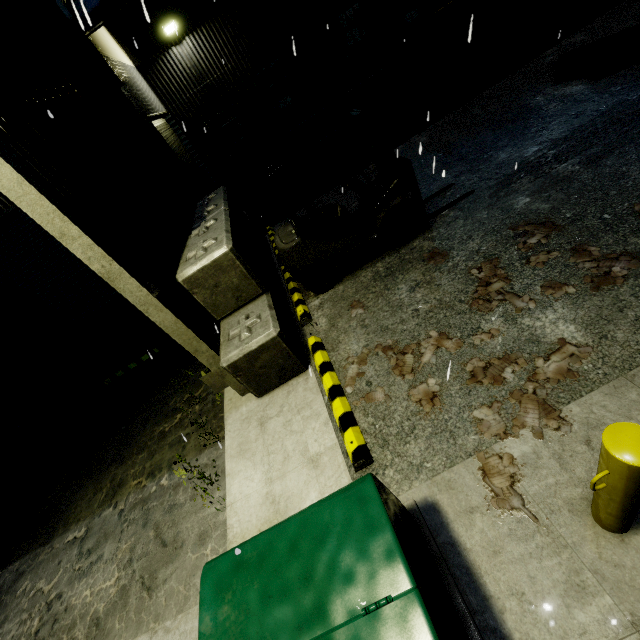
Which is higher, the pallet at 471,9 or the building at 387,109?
the pallet at 471,9

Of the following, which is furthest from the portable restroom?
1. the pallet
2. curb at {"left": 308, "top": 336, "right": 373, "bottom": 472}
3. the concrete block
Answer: curb at {"left": 308, "top": 336, "right": 373, "bottom": 472}

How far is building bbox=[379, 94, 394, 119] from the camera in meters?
11.5

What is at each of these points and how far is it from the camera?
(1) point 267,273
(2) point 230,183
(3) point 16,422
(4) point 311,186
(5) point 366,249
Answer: (1) concrete block, 6.14m
(2) building, 14.34m
(3) semi trailer, 9.55m
(4) building, 9.49m
(5) forklift, 5.70m

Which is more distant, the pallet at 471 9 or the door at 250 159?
the door at 250 159

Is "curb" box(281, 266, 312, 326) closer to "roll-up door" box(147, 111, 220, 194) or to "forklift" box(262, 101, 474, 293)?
"forklift" box(262, 101, 474, 293)

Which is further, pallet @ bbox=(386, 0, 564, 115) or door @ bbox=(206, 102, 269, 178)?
door @ bbox=(206, 102, 269, 178)

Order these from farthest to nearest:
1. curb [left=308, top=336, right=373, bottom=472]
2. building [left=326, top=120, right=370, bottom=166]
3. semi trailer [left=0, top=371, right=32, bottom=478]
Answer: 1. building [left=326, top=120, right=370, bottom=166]
2. semi trailer [left=0, top=371, right=32, bottom=478]
3. curb [left=308, top=336, right=373, bottom=472]
